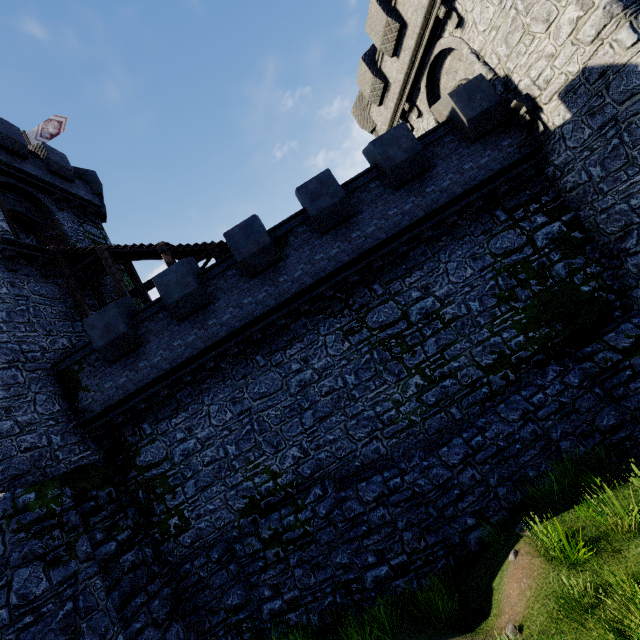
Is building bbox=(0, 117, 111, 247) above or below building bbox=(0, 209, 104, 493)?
above

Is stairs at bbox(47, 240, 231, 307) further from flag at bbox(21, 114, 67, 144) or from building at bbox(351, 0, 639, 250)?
flag at bbox(21, 114, 67, 144)

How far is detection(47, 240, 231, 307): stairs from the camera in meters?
13.8 m

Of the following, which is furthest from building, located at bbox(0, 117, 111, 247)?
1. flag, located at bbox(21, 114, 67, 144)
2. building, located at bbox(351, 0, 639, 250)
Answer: building, located at bbox(351, 0, 639, 250)

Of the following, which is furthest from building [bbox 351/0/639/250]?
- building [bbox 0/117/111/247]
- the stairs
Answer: building [bbox 0/117/111/247]

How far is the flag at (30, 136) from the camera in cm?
2004

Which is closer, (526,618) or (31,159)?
(526,618)

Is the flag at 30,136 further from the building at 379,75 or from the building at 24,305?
the building at 379,75
